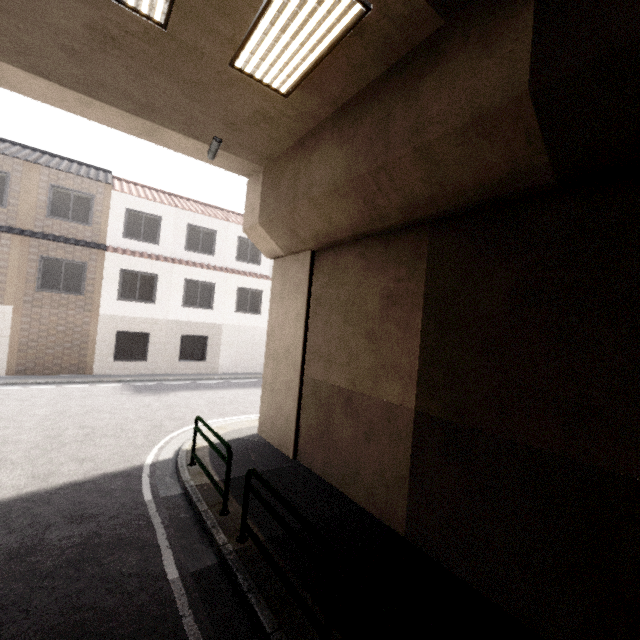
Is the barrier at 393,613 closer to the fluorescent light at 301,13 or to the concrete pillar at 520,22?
the concrete pillar at 520,22

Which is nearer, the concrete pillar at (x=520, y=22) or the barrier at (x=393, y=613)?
the barrier at (x=393, y=613)

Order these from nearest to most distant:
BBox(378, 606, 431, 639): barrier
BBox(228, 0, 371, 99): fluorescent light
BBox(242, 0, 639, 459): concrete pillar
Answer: BBox(378, 606, 431, 639): barrier, BBox(242, 0, 639, 459): concrete pillar, BBox(228, 0, 371, 99): fluorescent light

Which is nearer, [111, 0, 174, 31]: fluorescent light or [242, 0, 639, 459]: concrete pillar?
[242, 0, 639, 459]: concrete pillar

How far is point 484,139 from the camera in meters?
3.6 m

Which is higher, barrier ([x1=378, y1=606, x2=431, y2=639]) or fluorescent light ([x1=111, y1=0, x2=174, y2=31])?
fluorescent light ([x1=111, y1=0, x2=174, y2=31])

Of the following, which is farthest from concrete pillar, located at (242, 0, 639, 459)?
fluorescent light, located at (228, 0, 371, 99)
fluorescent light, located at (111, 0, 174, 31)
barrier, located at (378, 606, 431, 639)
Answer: barrier, located at (378, 606, 431, 639)

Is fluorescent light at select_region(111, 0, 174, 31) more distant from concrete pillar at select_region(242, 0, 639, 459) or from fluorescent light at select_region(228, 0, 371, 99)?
concrete pillar at select_region(242, 0, 639, 459)
